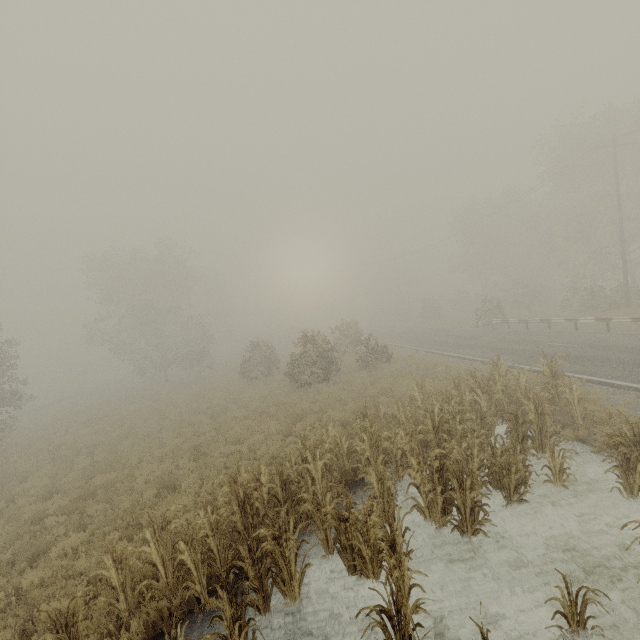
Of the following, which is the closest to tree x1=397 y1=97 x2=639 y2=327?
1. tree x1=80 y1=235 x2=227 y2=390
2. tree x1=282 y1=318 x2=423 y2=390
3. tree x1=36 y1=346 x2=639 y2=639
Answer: tree x1=282 y1=318 x2=423 y2=390

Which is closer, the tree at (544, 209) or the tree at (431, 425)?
the tree at (431, 425)

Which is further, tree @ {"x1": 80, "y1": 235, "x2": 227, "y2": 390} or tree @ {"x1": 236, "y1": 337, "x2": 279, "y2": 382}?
tree @ {"x1": 80, "y1": 235, "x2": 227, "y2": 390}

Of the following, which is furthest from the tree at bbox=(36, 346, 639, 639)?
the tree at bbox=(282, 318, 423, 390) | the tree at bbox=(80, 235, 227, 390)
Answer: the tree at bbox=(80, 235, 227, 390)

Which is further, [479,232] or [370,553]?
[479,232]

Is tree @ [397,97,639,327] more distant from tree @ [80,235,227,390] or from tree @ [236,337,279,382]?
tree @ [80,235,227,390]

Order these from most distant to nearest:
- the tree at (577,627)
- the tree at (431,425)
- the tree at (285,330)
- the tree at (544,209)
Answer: the tree at (544,209) < the tree at (285,330) < the tree at (431,425) < the tree at (577,627)

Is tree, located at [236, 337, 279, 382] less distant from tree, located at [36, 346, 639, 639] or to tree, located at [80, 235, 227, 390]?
tree, located at [36, 346, 639, 639]
